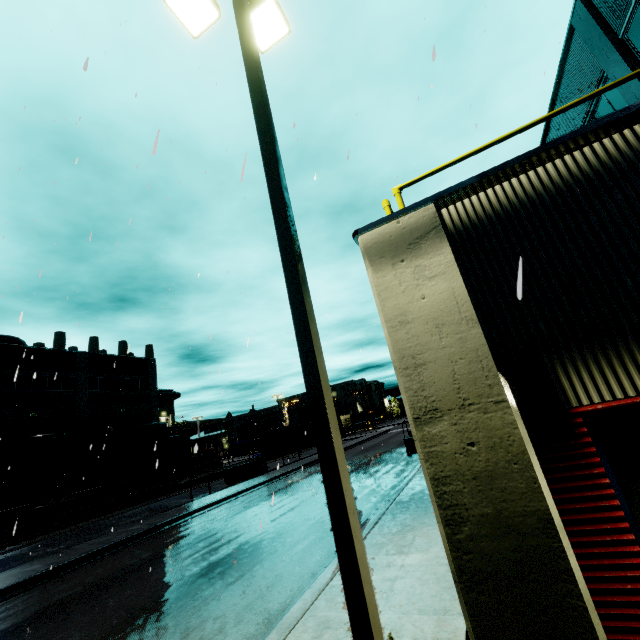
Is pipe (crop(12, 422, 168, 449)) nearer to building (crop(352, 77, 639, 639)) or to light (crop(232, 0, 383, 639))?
building (crop(352, 77, 639, 639))

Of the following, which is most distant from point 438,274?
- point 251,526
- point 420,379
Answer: point 251,526

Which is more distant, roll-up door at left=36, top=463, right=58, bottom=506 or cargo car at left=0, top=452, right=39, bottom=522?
roll-up door at left=36, top=463, right=58, bottom=506

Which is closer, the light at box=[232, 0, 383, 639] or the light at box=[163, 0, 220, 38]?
the light at box=[232, 0, 383, 639]

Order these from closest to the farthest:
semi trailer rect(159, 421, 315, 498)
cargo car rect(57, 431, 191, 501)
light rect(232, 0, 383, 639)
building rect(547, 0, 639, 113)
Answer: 1. light rect(232, 0, 383, 639)
2. building rect(547, 0, 639, 113)
3. semi trailer rect(159, 421, 315, 498)
4. cargo car rect(57, 431, 191, 501)

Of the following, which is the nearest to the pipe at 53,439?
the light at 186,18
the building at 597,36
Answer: the building at 597,36

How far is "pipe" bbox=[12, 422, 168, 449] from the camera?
26.39m

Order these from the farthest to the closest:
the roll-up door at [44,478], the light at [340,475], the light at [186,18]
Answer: the roll-up door at [44,478] < the light at [186,18] < the light at [340,475]
